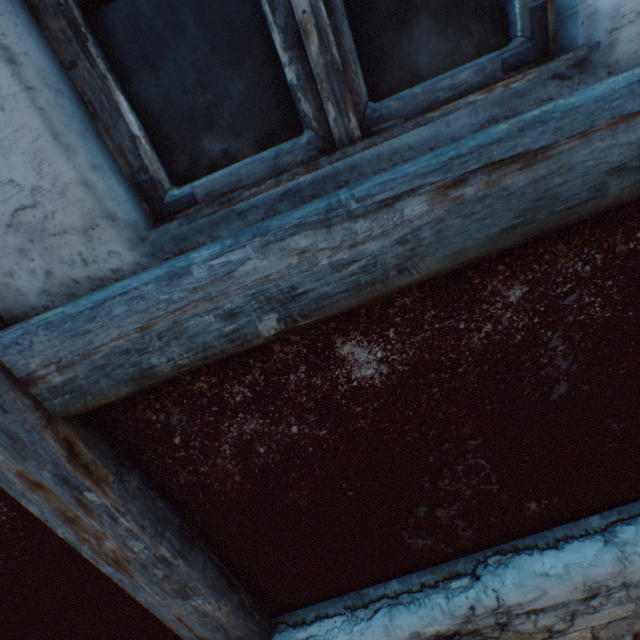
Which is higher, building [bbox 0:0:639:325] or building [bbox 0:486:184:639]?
building [bbox 0:0:639:325]

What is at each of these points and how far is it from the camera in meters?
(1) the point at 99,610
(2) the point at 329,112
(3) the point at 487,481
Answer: (1) building, 1.2 m
(2) building, 0.7 m
(3) building, 1.1 m

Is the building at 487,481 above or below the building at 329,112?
below
